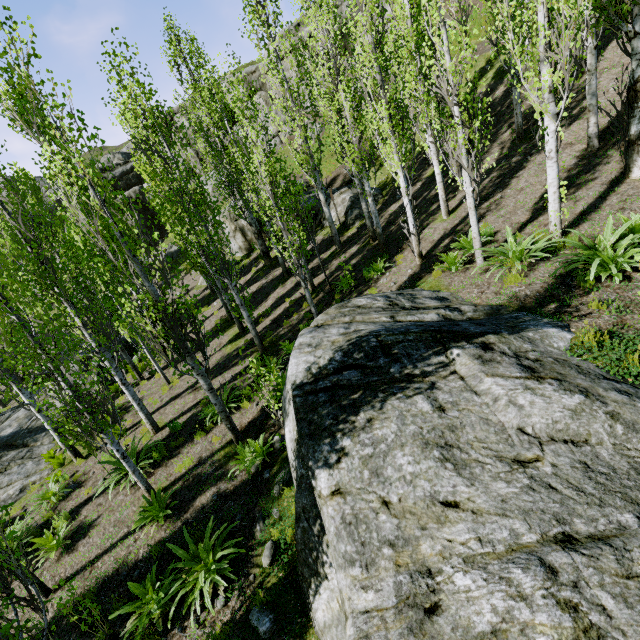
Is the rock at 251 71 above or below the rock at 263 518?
above

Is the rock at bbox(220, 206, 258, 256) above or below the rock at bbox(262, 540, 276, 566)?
above

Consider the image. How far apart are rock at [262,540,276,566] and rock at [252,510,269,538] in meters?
0.3

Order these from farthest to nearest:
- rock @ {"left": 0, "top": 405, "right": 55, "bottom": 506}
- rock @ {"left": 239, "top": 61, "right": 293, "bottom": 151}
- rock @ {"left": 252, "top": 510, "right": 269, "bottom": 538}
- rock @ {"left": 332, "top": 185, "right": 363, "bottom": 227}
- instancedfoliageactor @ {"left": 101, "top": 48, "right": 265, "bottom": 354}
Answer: rock @ {"left": 239, "top": 61, "right": 293, "bottom": 151} → rock @ {"left": 332, "top": 185, "right": 363, "bottom": 227} → rock @ {"left": 0, "top": 405, "right": 55, "bottom": 506} → instancedfoliageactor @ {"left": 101, "top": 48, "right": 265, "bottom": 354} → rock @ {"left": 252, "top": 510, "right": 269, "bottom": 538}

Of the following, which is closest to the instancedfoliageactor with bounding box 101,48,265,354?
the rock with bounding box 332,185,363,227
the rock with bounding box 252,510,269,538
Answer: the rock with bounding box 332,185,363,227

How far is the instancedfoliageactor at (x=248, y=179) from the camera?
9.97m

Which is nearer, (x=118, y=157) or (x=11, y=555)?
(x=11, y=555)

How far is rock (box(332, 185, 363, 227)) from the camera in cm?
1755
